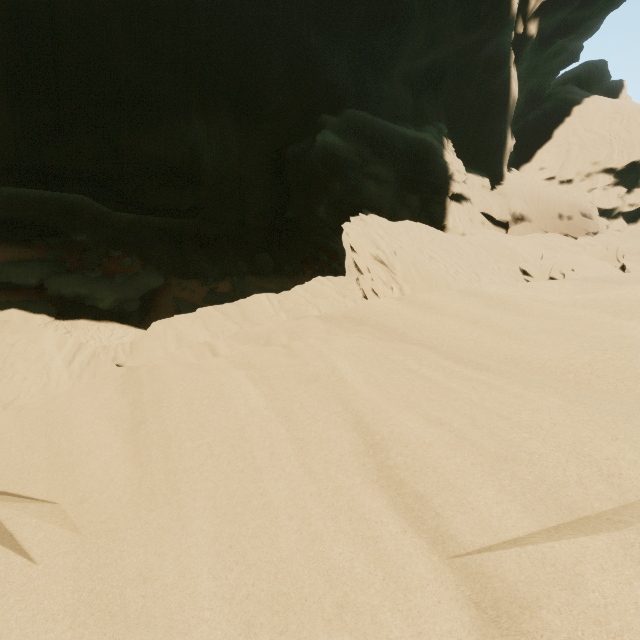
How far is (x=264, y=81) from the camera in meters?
19.9 m
